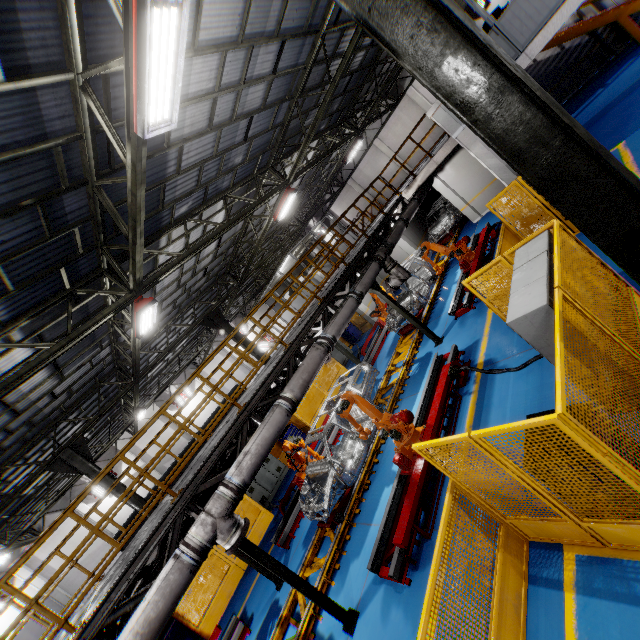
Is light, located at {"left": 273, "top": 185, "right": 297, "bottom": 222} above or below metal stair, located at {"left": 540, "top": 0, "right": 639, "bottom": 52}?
above

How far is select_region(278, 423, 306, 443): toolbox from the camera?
15.5 meters

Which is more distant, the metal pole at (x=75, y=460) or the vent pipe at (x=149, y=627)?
the metal pole at (x=75, y=460)

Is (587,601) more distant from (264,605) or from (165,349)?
(165,349)

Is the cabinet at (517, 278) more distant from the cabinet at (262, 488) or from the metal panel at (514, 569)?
the cabinet at (262, 488)

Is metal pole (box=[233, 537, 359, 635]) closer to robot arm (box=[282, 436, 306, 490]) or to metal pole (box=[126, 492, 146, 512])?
robot arm (box=[282, 436, 306, 490])

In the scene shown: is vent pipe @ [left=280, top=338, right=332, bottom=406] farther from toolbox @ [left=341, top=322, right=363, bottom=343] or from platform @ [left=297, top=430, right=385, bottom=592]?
toolbox @ [left=341, top=322, right=363, bottom=343]

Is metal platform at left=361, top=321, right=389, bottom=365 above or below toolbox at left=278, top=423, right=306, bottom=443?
below
